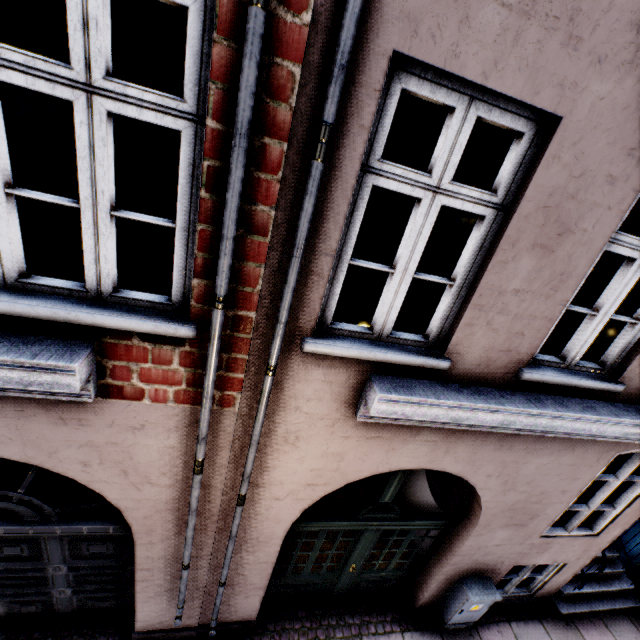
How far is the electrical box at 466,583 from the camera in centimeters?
461cm

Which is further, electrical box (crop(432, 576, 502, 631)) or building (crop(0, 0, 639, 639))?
electrical box (crop(432, 576, 502, 631))

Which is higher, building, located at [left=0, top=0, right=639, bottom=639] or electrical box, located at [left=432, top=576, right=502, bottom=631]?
building, located at [left=0, top=0, right=639, bottom=639]

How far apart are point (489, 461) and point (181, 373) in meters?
3.3 m

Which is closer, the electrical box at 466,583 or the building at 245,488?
the building at 245,488

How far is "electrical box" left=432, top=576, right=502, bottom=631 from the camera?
4.6 meters
